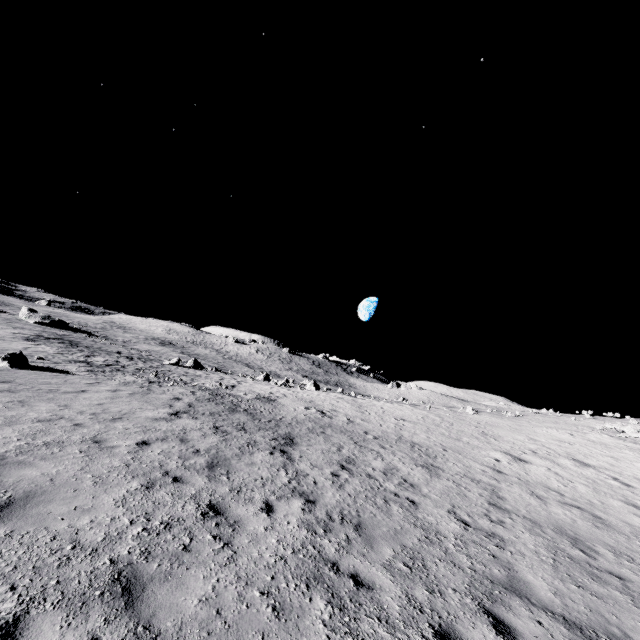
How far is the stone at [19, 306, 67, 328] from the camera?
55.69m

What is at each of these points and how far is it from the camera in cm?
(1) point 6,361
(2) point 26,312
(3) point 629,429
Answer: (1) stone, 1527
(2) stone, 5666
(3) stone, 1945

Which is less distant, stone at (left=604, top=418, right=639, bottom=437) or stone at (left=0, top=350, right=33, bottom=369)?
stone at (left=0, top=350, right=33, bottom=369)

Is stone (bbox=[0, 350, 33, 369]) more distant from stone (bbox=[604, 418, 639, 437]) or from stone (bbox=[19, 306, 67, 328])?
stone (bbox=[19, 306, 67, 328])

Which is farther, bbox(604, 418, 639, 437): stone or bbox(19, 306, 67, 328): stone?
bbox(19, 306, 67, 328): stone

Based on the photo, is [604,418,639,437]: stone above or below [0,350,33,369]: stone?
above

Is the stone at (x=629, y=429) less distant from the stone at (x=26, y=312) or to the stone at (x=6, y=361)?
the stone at (x=6, y=361)

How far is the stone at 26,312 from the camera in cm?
5569
